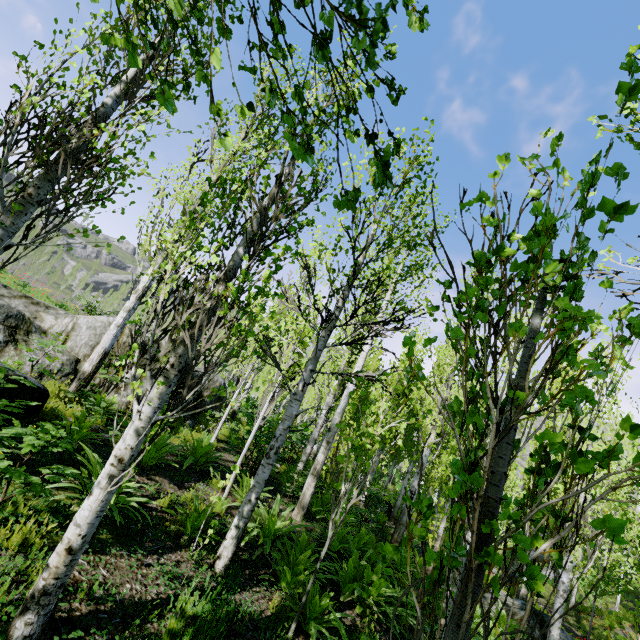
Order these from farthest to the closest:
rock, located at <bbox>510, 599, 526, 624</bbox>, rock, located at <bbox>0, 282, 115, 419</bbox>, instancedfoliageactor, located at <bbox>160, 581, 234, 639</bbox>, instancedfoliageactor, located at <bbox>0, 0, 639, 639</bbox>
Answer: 1. rock, located at <bbox>510, 599, 526, 624</bbox>
2. rock, located at <bbox>0, 282, 115, 419</bbox>
3. instancedfoliageactor, located at <bbox>160, 581, 234, 639</bbox>
4. instancedfoliageactor, located at <bbox>0, 0, 639, 639</bbox>

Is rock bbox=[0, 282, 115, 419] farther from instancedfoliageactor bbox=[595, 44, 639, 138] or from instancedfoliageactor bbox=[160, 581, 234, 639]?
instancedfoliageactor bbox=[160, 581, 234, 639]

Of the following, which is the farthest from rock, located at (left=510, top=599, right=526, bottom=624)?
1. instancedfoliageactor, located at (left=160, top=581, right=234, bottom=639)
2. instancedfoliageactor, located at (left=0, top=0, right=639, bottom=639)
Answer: instancedfoliageactor, located at (left=160, top=581, right=234, bottom=639)

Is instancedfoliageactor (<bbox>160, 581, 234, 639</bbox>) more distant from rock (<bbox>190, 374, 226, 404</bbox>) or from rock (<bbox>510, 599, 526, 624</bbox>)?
rock (<bbox>510, 599, 526, 624</bbox>)

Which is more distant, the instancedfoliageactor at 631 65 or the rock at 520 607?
the rock at 520 607

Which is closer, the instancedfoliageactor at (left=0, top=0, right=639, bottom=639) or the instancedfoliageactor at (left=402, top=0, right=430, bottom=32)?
the instancedfoliageactor at (left=0, top=0, right=639, bottom=639)

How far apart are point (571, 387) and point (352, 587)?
18.00m

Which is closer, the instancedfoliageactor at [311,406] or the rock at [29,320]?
the instancedfoliageactor at [311,406]
